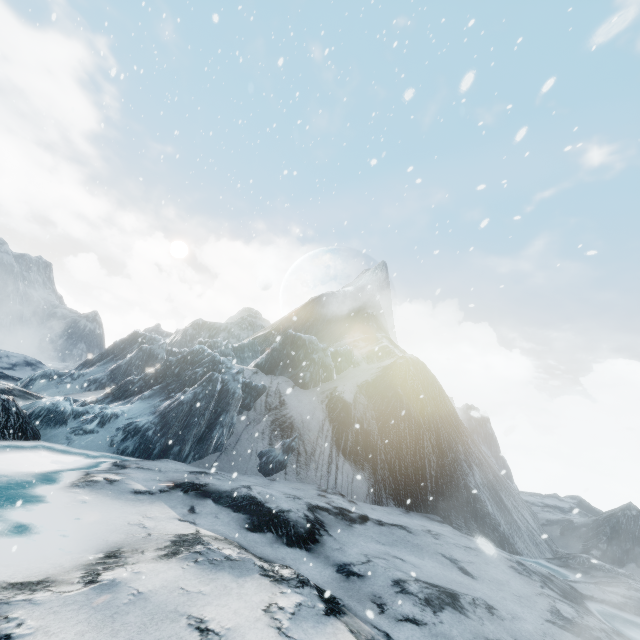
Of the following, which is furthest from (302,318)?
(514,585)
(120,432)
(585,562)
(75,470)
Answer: (514,585)
